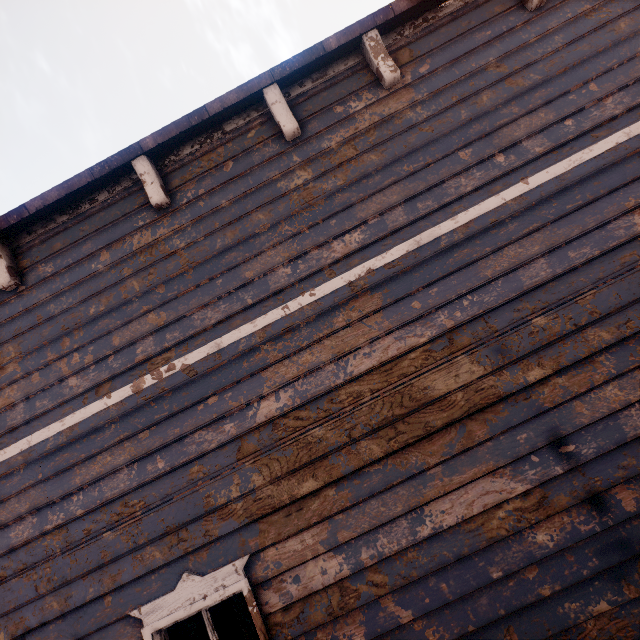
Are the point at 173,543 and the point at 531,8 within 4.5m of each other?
no
